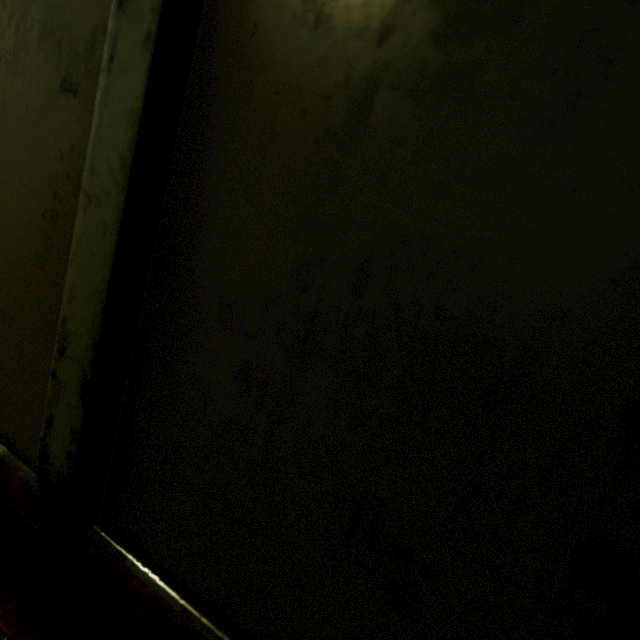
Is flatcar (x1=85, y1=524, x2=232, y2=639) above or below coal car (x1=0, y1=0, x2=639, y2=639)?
below

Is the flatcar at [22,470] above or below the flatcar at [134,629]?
above

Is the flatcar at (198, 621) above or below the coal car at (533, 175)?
below

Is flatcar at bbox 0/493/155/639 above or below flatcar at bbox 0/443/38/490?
below

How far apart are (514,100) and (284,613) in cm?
93
